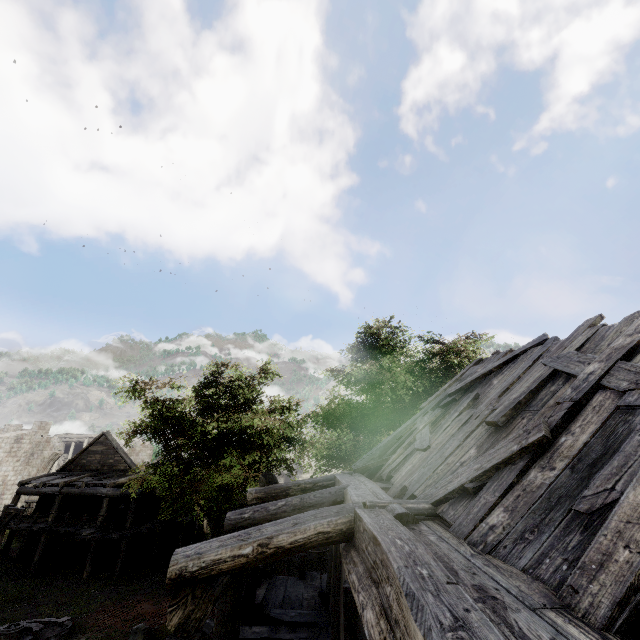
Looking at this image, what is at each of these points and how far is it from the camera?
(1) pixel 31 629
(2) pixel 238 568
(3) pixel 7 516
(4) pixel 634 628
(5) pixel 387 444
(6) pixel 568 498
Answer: (1) fountain, 12.5 meters
(2) building, 4.0 meters
(3) wooden lamp post, 15.6 meters
(4) building, 1.8 meters
(5) building, 8.7 meters
(6) wooden plank rubble, 2.8 meters

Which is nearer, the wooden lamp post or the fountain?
the fountain

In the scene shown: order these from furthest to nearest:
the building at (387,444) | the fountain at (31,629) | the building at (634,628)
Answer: the fountain at (31,629) < the building at (387,444) < the building at (634,628)

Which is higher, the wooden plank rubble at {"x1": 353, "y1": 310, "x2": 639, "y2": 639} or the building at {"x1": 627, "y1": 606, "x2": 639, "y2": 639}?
the wooden plank rubble at {"x1": 353, "y1": 310, "x2": 639, "y2": 639}

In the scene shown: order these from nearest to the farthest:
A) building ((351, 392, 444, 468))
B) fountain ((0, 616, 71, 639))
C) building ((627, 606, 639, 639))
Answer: building ((627, 606, 639, 639))
building ((351, 392, 444, 468))
fountain ((0, 616, 71, 639))

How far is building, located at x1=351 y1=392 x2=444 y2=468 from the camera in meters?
8.6

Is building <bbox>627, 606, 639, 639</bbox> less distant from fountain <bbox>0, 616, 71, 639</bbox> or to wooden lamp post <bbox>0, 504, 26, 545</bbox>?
wooden lamp post <bbox>0, 504, 26, 545</bbox>

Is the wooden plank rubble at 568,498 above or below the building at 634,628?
above
